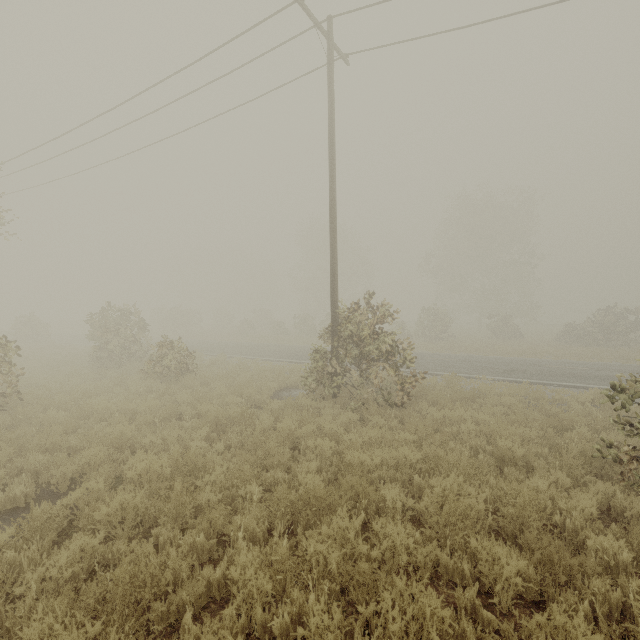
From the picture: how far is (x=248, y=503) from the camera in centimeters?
530cm
